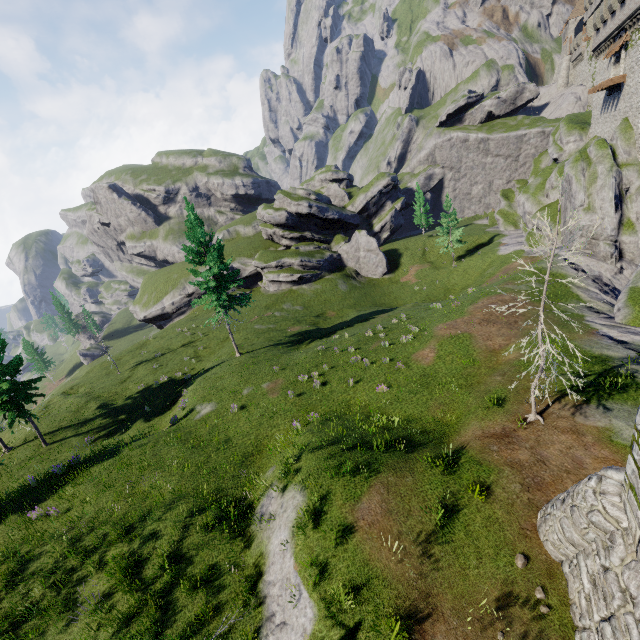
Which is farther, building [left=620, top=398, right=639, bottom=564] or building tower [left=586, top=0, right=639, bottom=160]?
building tower [left=586, top=0, right=639, bottom=160]

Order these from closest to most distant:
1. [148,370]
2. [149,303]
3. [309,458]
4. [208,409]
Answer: [309,458] → [208,409] → [148,370] → [149,303]

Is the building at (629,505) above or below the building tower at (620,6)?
below

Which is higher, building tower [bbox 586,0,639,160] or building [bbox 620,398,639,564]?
building tower [bbox 586,0,639,160]

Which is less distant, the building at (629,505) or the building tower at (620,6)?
the building at (629,505)
